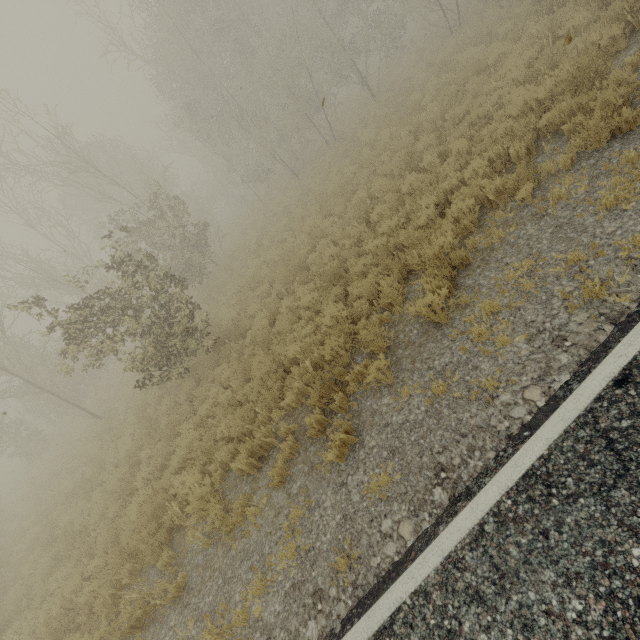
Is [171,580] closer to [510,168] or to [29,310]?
[29,310]
